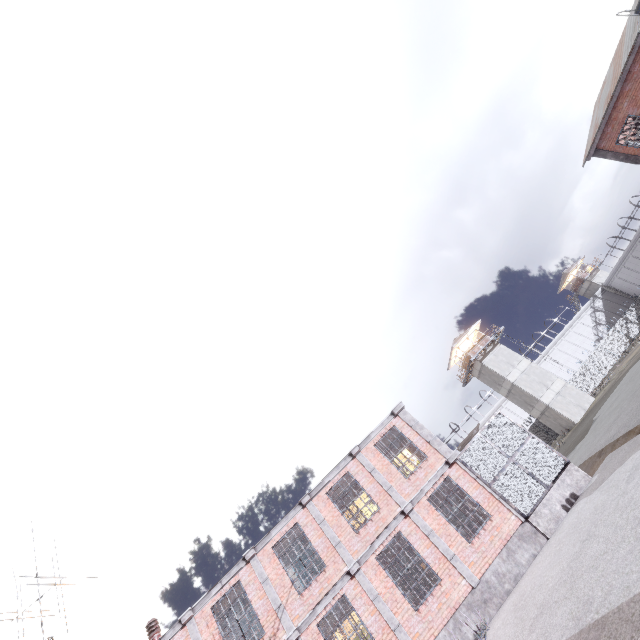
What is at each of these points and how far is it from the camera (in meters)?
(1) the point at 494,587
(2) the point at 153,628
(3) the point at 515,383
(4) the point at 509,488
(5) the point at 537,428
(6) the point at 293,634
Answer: (1) foundation, 11.15
(2) chimney, 13.86
(3) building, 38.44
(4) cage, 12.75
(5) fence, 40.41
(6) trim, 11.33

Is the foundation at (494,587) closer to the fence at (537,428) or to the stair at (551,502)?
the stair at (551,502)

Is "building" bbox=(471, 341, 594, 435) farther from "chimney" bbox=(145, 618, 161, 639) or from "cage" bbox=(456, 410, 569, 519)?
"chimney" bbox=(145, 618, 161, 639)

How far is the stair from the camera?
11.8m

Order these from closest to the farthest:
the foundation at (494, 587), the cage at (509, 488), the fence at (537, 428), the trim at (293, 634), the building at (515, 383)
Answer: the foundation at (494, 587) < the trim at (293, 634) < the cage at (509, 488) < the building at (515, 383) < the fence at (537, 428)

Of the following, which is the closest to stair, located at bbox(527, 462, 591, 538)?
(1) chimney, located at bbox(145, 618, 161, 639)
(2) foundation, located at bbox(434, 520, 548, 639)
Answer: (2) foundation, located at bbox(434, 520, 548, 639)

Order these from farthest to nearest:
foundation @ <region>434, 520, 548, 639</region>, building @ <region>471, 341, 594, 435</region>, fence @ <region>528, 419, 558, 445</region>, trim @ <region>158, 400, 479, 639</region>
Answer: fence @ <region>528, 419, 558, 445</region> → building @ <region>471, 341, 594, 435</region> → trim @ <region>158, 400, 479, 639</region> → foundation @ <region>434, 520, 548, 639</region>

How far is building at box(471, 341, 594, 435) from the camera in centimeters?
3566cm
